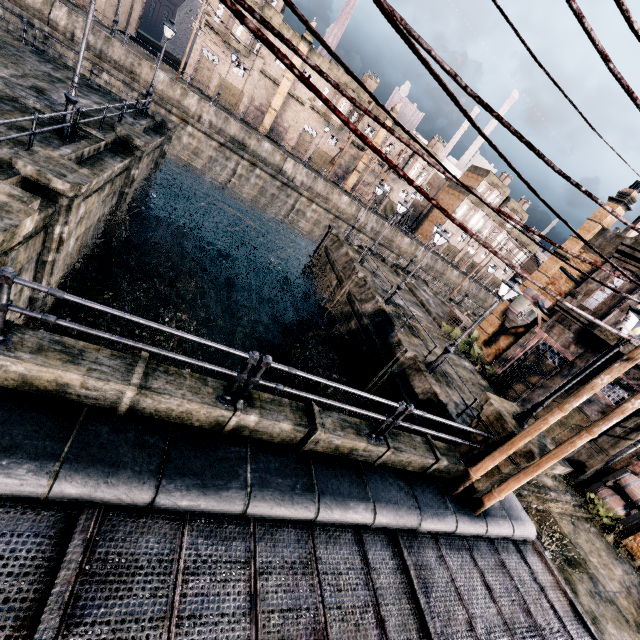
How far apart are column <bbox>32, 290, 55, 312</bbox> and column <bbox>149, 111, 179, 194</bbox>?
15.4m

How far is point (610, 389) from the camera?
16.81m

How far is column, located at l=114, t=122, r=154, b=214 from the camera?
15.8 meters

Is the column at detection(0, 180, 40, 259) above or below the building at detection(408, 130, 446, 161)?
below

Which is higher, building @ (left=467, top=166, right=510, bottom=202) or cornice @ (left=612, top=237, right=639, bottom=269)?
building @ (left=467, top=166, right=510, bottom=202)

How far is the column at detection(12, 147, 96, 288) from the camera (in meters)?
9.00

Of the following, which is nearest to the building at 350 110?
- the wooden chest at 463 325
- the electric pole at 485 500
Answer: the wooden chest at 463 325

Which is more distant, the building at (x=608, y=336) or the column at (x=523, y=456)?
the building at (x=608, y=336)
